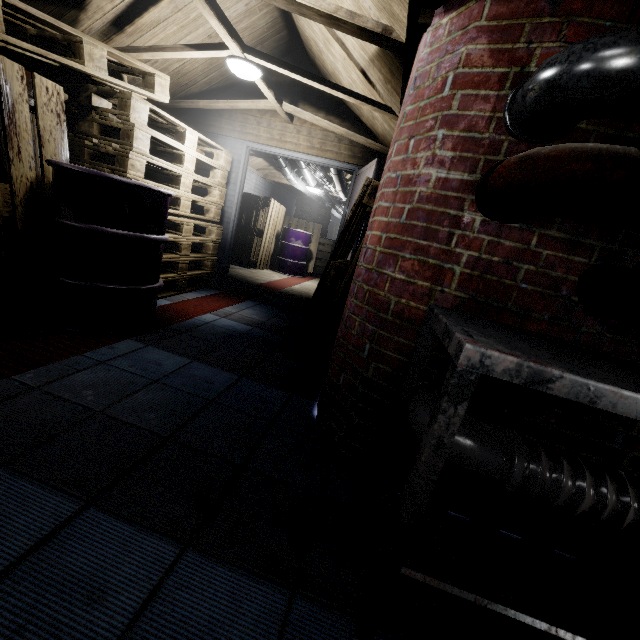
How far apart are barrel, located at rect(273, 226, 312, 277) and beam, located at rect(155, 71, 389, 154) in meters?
3.0

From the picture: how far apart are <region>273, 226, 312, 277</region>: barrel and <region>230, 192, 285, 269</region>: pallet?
0.1m

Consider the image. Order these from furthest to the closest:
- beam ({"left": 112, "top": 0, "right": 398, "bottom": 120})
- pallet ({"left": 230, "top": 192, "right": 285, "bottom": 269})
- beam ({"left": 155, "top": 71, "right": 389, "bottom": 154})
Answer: pallet ({"left": 230, "top": 192, "right": 285, "bottom": 269}), beam ({"left": 155, "top": 71, "right": 389, "bottom": 154}), beam ({"left": 112, "top": 0, "right": 398, "bottom": 120})

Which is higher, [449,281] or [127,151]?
[127,151]

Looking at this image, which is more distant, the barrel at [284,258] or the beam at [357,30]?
the barrel at [284,258]

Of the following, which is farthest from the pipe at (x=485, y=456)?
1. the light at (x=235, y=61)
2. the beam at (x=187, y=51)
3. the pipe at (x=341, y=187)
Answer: the pipe at (x=341, y=187)

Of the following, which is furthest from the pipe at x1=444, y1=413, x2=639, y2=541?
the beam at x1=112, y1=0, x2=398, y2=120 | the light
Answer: the light

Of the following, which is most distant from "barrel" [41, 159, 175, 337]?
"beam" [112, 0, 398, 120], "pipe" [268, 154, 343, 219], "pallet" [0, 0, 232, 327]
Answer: "pipe" [268, 154, 343, 219]
